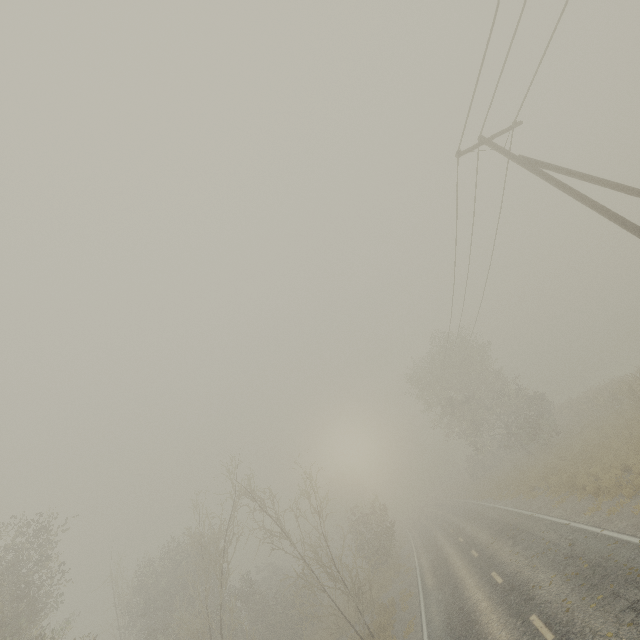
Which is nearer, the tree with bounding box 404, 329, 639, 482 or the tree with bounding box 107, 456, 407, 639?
the tree with bounding box 107, 456, 407, 639

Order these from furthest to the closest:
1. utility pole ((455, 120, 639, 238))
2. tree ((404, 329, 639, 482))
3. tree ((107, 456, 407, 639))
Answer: tree ((404, 329, 639, 482)) → tree ((107, 456, 407, 639)) → utility pole ((455, 120, 639, 238))

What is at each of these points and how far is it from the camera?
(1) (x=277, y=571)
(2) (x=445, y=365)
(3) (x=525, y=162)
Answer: (1) tree, 39.4m
(2) tree, 33.8m
(3) utility pole, 11.1m

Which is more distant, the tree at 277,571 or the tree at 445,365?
the tree at 445,365

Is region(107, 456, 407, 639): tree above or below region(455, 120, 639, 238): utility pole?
below

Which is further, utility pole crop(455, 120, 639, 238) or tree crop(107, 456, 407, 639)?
tree crop(107, 456, 407, 639)

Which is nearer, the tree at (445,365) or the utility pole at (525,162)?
the utility pole at (525,162)
